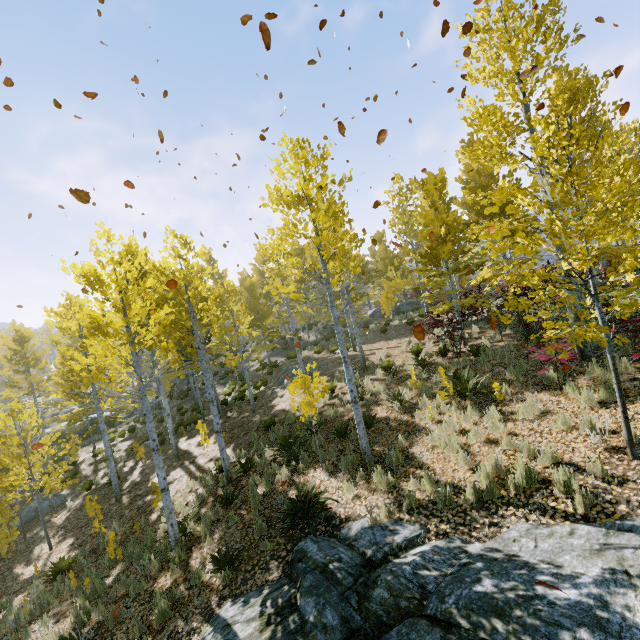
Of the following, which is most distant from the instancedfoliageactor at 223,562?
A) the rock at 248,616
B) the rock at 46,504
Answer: the rock at 46,504

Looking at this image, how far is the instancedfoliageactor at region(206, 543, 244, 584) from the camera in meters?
6.2

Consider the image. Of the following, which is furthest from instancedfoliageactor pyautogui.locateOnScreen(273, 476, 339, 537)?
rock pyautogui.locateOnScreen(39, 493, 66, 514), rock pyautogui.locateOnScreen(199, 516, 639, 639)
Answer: rock pyautogui.locateOnScreen(39, 493, 66, 514)

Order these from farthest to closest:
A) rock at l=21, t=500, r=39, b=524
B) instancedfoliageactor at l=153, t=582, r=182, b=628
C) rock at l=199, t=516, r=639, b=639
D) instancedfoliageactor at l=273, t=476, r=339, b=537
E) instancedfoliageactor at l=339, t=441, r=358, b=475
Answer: rock at l=21, t=500, r=39, b=524, instancedfoliageactor at l=339, t=441, r=358, b=475, instancedfoliageactor at l=273, t=476, r=339, b=537, instancedfoliageactor at l=153, t=582, r=182, b=628, rock at l=199, t=516, r=639, b=639

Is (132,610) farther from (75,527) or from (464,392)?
(464,392)

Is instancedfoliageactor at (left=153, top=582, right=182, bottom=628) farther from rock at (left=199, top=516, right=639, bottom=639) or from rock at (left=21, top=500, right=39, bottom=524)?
rock at (left=21, top=500, right=39, bottom=524)
